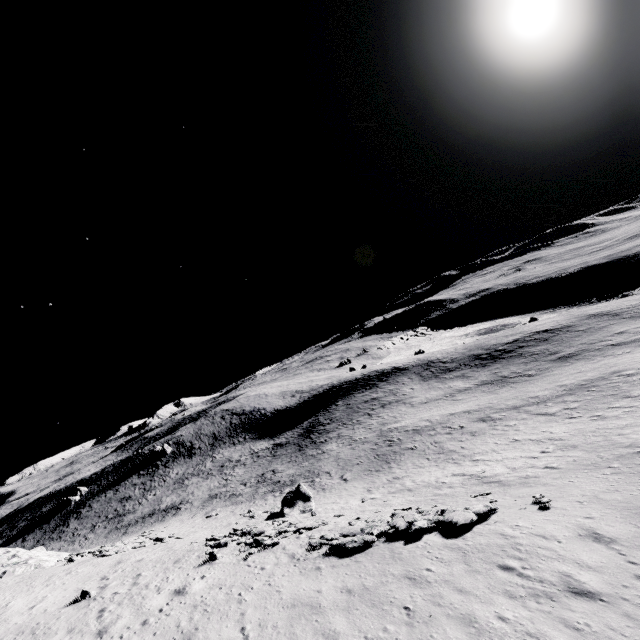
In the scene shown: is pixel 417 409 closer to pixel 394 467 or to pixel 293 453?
pixel 394 467

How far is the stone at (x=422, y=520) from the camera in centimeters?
1552cm

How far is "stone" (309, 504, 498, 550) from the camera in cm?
1552
